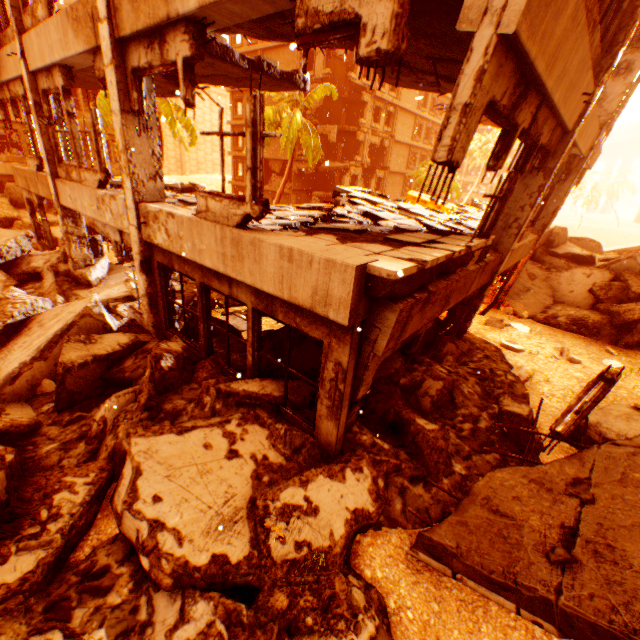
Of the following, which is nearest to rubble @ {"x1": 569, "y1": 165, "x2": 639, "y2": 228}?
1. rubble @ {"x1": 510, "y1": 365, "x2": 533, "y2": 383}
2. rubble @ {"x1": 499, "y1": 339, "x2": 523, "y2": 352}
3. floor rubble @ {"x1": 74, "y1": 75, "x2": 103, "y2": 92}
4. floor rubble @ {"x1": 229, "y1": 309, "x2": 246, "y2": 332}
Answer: floor rubble @ {"x1": 74, "y1": 75, "x2": 103, "y2": 92}

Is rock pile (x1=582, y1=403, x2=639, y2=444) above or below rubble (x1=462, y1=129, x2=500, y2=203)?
below

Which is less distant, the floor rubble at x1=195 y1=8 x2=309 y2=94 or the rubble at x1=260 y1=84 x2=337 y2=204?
the floor rubble at x1=195 y1=8 x2=309 y2=94

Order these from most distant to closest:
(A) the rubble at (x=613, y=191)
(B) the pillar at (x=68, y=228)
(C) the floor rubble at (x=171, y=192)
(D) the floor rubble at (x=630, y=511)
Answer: (A) the rubble at (x=613, y=191), (B) the pillar at (x=68, y=228), (C) the floor rubble at (x=171, y=192), (D) the floor rubble at (x=630, y=511)

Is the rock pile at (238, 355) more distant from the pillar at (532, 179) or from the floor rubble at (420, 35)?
the floor rubble at (420, 35)

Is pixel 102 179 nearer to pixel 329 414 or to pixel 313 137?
pixel 329 414

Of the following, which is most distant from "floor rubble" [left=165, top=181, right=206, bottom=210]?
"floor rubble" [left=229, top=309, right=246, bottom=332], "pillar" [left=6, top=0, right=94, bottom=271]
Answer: "floor rubble" [left=229, top=309, right=246, bottom=332]

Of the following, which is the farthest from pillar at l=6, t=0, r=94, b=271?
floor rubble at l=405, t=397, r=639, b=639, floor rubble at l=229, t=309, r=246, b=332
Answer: floor rubble at l=405, t=397, r=639, b=639
